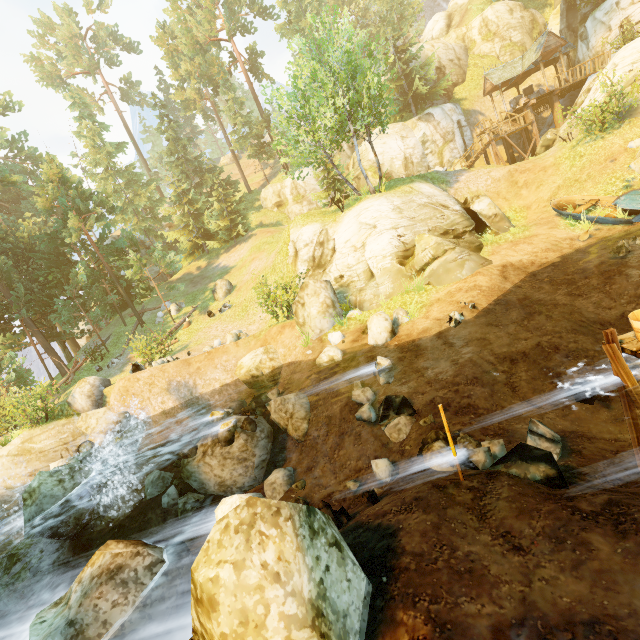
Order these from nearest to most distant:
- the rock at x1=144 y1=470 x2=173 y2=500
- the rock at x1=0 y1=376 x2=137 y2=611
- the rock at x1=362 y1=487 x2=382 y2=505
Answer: the rock at x1=362 y1=487 x2=382 y2=505
the rock at x1=0 y1=376 x2=137 y2=611
the rock at x1=144 y1=470 x2=173 y2=500

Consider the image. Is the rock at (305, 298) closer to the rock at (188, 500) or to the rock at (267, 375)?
the rock at (267, 375)

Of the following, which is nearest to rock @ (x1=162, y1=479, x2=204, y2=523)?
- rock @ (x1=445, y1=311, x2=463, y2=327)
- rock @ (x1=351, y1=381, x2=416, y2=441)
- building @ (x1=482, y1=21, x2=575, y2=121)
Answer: rock @ (x1=351, y1=381, x2=416, y2=441)

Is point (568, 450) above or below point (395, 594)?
below

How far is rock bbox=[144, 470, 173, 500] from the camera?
11.11m

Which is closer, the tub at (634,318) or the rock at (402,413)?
the tub at (634,318)

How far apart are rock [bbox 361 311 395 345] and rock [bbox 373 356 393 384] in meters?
1.6
